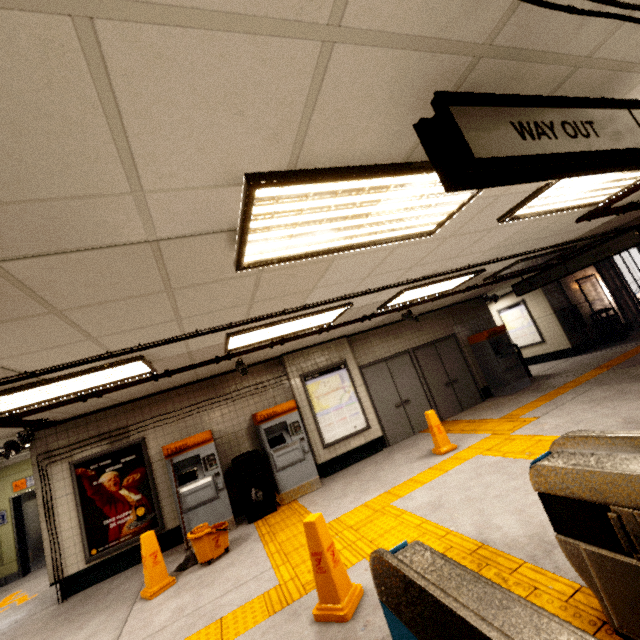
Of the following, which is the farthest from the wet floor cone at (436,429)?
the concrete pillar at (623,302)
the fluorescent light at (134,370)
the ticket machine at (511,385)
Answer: the concrete pillar at (623,302)

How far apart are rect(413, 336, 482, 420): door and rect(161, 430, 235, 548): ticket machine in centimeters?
565cm

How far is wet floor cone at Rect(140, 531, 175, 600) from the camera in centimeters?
446cm

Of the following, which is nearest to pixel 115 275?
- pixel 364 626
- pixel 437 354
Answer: pixel 364 626

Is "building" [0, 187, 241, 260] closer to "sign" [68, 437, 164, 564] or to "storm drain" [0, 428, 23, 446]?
"storm drain" [0, 428, 23, 446]

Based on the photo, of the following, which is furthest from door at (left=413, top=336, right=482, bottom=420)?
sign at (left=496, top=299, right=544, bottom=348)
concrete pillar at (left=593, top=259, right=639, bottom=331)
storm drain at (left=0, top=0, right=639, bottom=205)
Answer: concrete pillar at (left=593, top=259, right=639, bottom=331)

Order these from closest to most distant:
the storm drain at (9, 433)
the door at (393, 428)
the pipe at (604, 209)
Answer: the pipe at (604, 209) < the storm drain at (9, 433) < the door at (393, 428)

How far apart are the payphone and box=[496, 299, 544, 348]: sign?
0.8m
